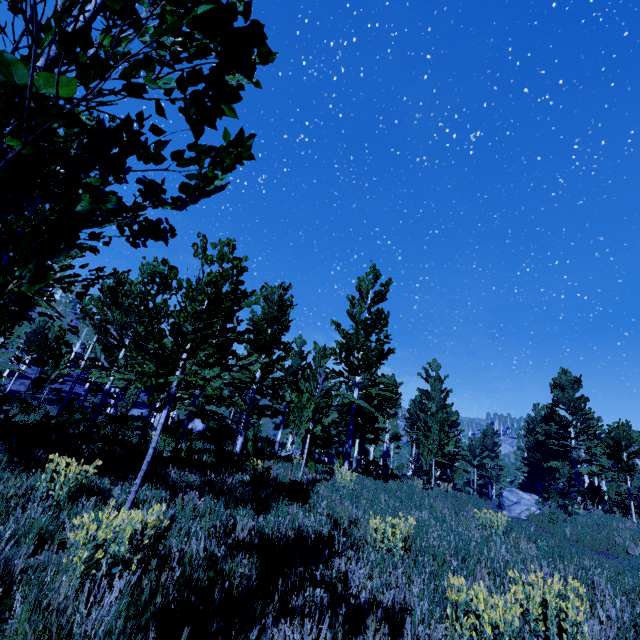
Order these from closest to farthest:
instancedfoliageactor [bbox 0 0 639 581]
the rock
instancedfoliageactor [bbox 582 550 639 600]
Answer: instancedfoliageactor [bbox 0 0 639 581] → instancedfoliageactor [bbox 582 550 639 600] → the rock

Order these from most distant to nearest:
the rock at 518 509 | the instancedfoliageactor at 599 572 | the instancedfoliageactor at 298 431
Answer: the rock at 518 509 → the instancedfoliageactor at 599 572 → the instancedfoliageactor at 298 431

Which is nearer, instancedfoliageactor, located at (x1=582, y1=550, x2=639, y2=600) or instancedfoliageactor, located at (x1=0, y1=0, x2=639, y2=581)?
instancedfoliageactor, located at (x1=0, y1=0, x2=639, y2=581)

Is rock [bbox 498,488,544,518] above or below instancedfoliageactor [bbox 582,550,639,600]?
above

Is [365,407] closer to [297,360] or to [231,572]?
[231,572]

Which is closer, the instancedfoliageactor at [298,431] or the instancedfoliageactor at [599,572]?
the instancedfoliageactor at [298,431]

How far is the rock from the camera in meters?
19.4

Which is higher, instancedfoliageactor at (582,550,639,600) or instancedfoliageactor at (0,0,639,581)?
instancedfoliageactor at (0,0,639,581)
